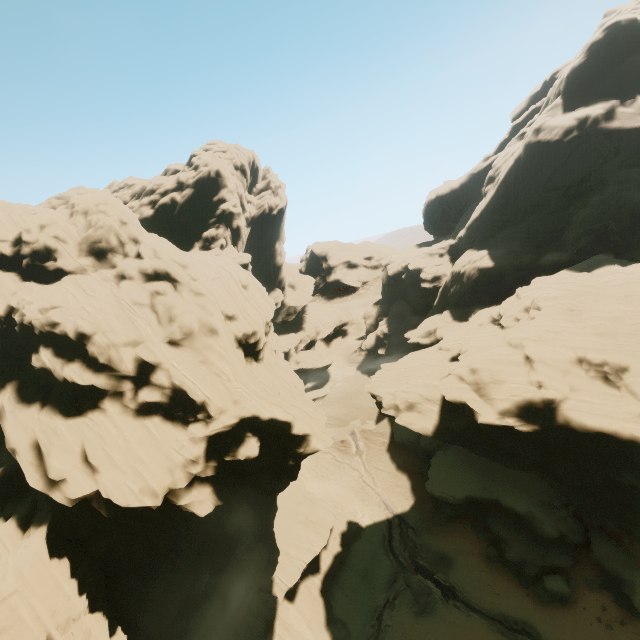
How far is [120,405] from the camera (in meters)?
26.19

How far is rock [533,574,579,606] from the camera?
25.5m

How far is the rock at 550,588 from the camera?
25.5m

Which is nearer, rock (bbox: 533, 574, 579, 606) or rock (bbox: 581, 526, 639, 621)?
rock (bbox: 581, 526, 639, 621)

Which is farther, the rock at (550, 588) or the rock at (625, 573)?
the rock at (550, 588)

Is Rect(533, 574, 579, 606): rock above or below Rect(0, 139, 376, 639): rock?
below

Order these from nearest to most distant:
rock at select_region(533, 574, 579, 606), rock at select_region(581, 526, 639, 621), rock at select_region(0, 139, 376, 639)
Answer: rock at select_region(0, 139, 376, 639), rock at select_region(581, 526, 639, 621), rock at select_region(533, 574, 579, 606)
